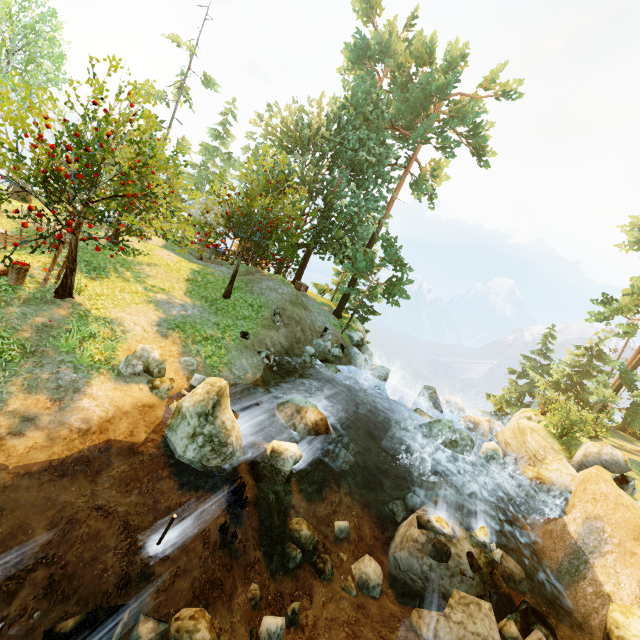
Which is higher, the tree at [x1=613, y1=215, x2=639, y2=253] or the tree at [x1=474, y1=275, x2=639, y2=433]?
the tree at [x1=613, y1=215, x2=639, y2=253]

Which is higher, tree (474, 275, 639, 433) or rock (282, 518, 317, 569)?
tree (474, 275, 639, 433)

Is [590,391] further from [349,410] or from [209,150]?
[209,150]

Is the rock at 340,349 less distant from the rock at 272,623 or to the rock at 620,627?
the rock at 272,623

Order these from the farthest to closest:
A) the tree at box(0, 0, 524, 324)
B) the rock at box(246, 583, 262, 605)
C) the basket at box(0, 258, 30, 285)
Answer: the basket at box(0, 258, 30, 285) < the tree at box(0, 0, 524, 324) < the rock at box(246, 583, 262, 605)

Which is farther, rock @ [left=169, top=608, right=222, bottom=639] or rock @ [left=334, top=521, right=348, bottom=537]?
rock @ [left=334, top=521, right=348, bottom=537]

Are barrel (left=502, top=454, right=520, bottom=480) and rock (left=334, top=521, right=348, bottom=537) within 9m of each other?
no

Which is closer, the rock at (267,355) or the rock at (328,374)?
the rock at (267,355)
